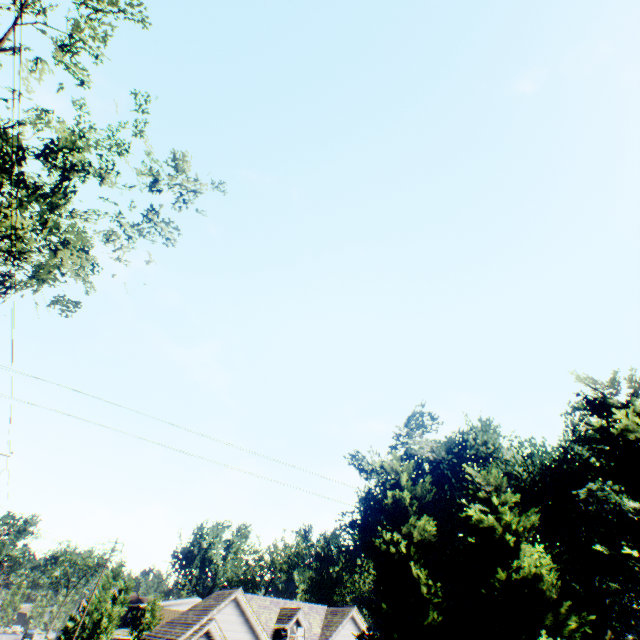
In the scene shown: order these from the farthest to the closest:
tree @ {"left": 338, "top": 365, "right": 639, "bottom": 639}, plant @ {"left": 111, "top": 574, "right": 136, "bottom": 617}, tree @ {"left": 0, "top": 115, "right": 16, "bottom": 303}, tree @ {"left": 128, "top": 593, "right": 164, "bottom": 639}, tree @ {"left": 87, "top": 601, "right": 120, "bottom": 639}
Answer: plant @ {"left": 111, "top": 574, "right": 136, "bottom": 617}, tree @ {"left": 128, "top": 593, "right": 164, "bottom": 639}, tree @ {"left": 87, "top": 601, "right": 120, "bottom": 639}, tree @ {"left": 0, "top": 115, "right": 16, "bottom": 303}, tree @ {"left": 338, "top": 365, "right": 639, "bottom": 639}

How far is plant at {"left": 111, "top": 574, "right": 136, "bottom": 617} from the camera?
50.4 meters

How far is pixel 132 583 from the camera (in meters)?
52.53

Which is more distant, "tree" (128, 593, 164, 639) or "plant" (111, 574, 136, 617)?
"plant" (111, 574, 136, 617)

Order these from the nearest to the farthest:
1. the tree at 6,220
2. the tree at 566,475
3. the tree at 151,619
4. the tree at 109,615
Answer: the tree at 566,475 < the tree at 6,220 < the tree at 109,615 < the tree at 151,619

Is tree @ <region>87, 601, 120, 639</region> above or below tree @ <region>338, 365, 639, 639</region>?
below

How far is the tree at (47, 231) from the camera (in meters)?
10.73
